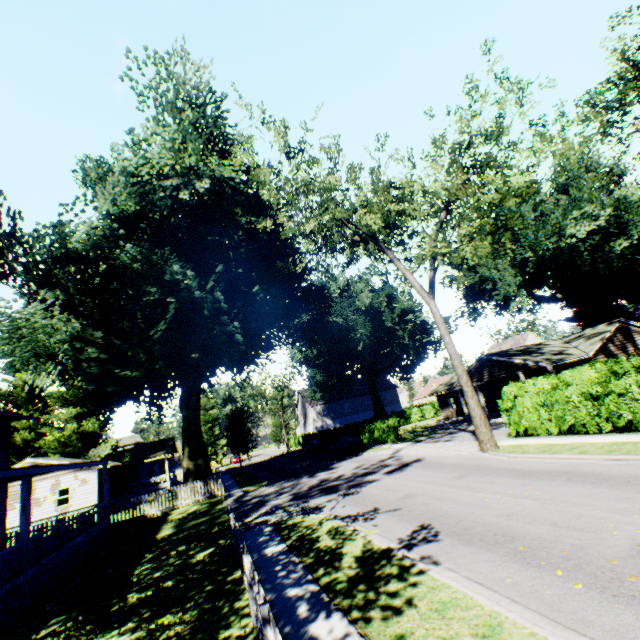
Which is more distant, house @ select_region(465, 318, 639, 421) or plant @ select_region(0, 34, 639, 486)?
house @ select_region(465, 318, 639, 421)

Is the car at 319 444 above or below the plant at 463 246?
below

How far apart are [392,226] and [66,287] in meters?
22.6

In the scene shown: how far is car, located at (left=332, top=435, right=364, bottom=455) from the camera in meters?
30.6

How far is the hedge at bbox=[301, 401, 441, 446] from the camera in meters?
32.2 m

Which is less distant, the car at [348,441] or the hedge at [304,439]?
the car at [348,441]

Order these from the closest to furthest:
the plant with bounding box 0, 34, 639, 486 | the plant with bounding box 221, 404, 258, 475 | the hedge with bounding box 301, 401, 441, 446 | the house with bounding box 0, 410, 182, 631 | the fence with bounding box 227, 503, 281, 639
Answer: the fence with bounding box 227, 503, 281, 639 → the house with bounding box 0, 410, 182, 631 → the plant with bounding box 0, 34, 639, 486 → the hedge with bounding box 301, 401, 441, 446 → the plant with bounding box 221, 404, 258, 475

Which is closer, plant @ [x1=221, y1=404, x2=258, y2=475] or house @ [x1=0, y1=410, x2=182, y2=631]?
house @ [x1=0, y1=410, x2=182, y2=631]
